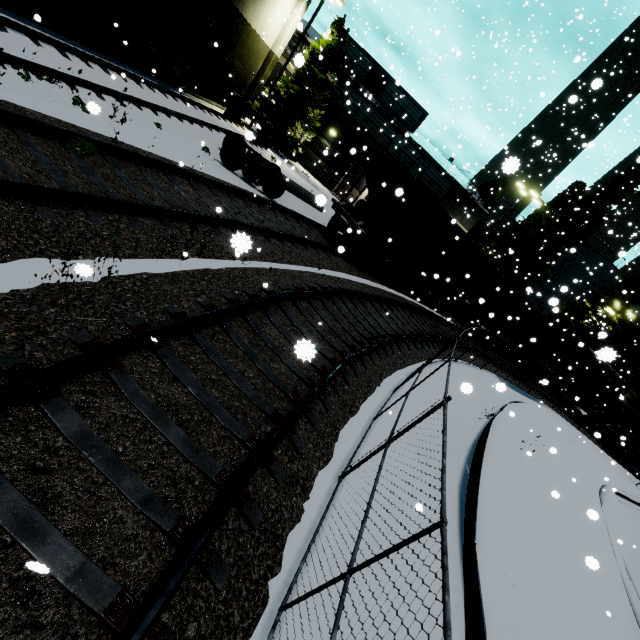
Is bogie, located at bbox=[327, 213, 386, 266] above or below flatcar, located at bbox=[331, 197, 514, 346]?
below

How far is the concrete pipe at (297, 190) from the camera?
4.3 meters

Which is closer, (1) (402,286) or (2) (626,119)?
(2) (626,119)

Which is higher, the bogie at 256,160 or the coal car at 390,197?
the coal car at 390,197

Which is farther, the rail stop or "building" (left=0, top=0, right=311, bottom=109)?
the rail stop

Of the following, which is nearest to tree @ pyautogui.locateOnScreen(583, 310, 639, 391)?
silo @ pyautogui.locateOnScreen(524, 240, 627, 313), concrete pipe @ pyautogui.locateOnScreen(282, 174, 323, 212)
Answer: silo @ pyautogui.locateOnScreen(524, 240, 627, 313)

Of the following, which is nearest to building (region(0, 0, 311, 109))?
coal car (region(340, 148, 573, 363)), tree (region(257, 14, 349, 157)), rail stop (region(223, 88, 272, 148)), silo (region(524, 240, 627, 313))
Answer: tree (region(257, 14, 349, 157))

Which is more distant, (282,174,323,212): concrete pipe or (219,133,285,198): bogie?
(219,133,285,198): bogie
